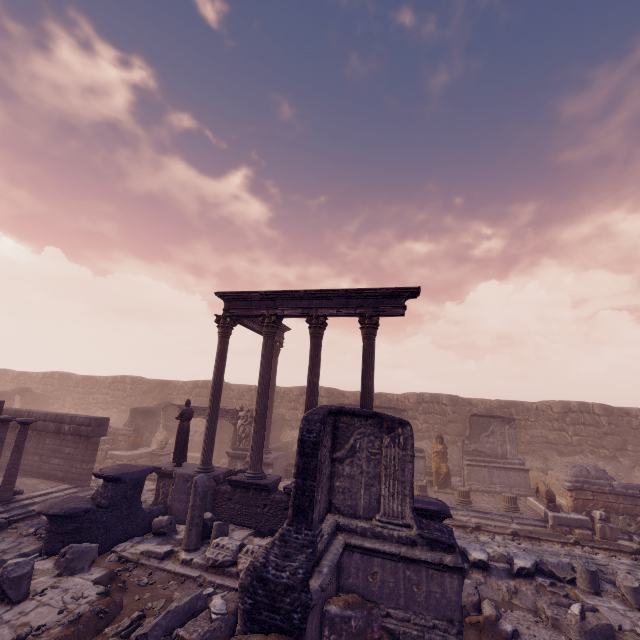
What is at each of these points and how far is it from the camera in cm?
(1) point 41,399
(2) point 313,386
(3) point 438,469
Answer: (1) wall arch, 2647
(2) column, 1082
(3) sculpture, 1594

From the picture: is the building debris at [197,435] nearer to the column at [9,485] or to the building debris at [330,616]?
the column at [9,485]

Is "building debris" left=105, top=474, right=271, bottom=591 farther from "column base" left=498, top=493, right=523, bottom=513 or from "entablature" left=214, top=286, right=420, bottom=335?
"column base" left=498, top=493, right=523, bottom=513

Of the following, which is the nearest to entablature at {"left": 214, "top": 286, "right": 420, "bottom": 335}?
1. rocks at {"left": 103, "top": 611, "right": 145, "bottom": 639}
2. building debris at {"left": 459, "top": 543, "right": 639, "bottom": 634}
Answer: building debris at {"left": 459, "top": 543, "right": 639, "bottom": 634}

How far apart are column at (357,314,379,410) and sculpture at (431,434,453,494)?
7.06m

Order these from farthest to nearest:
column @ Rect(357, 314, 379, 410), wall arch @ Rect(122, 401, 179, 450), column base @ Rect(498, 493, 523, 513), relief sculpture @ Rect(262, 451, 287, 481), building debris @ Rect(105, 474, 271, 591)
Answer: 1. wall arch @ Rect(122, 401, 179, 450)
2. relief sculpture @ Rect(262, 451, 287, 481)
3. column base @ Rect(498, 493, 523, 513)
4. column @ Rect(357, 314, 379, 410)
5. building debris @ Rect(105, 474, 271, 591)

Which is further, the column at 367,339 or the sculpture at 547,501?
the sculpture at 547,501

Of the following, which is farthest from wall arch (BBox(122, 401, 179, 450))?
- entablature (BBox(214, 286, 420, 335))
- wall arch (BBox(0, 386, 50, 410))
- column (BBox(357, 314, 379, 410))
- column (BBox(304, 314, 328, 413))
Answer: column (BBox(357, 314, 379, 410))
